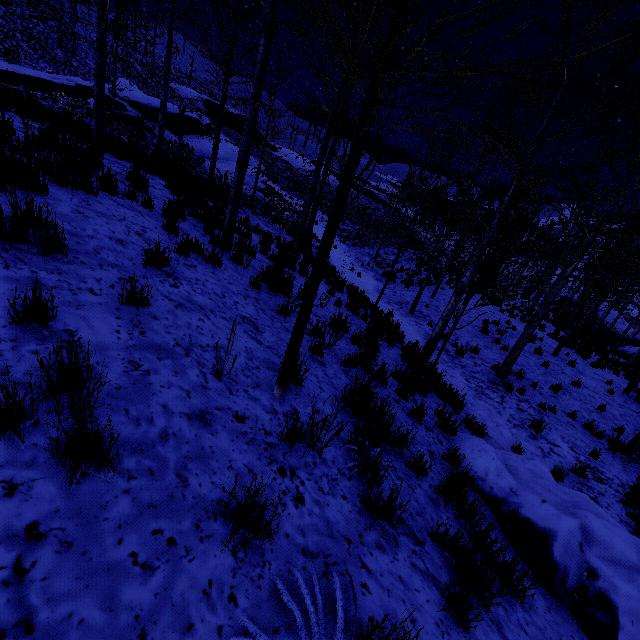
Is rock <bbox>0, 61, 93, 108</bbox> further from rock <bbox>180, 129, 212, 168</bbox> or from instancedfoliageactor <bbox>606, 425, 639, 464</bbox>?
instancedfoliageactor <bbox>606, 425, 639, 464</bbox>

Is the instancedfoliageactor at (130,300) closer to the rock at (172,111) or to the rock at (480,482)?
the rock at (480,482)

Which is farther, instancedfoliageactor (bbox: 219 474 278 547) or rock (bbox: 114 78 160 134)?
rock (bbox: 114 78 160 134)

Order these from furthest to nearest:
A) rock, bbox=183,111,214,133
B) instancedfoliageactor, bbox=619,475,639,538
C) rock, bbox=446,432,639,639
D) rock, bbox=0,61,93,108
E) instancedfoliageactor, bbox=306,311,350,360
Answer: rock, bbox=183,111,214,133 → rock, bbox=0,61,93,108 → instancedfoliageactor, bbox=619,475,639,538 → instancedfoliageactor, bbox=306,311,350,360 → rock, bbox=446,432,639,639

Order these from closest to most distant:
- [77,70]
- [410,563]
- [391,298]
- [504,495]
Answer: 1. [410,563]
2. [504,495]
3. [391,298]
4. [77,70]

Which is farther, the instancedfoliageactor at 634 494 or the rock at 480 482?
the instancedfoliageactor at 634 494
